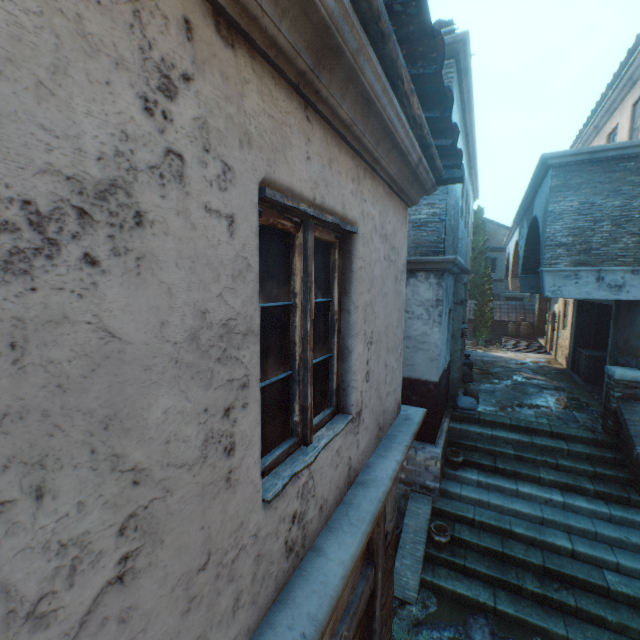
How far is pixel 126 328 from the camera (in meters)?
0.78

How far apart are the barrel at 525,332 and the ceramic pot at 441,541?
18.89m

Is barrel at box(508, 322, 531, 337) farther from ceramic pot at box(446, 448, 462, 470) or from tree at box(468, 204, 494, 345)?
ceramic pot at box(446, 448, 462, 470)

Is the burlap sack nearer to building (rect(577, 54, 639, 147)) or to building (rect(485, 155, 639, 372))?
building (rect(485, 155, 639, 372))

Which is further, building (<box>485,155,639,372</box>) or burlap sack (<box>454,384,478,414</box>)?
burlap sack (<box>454,384,478,414</box>)

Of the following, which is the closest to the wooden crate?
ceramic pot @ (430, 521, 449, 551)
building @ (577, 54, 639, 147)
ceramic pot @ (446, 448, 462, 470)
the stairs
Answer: the stairs

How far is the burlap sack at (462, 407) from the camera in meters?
8.6 m

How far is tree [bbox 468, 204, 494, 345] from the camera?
22.2m
